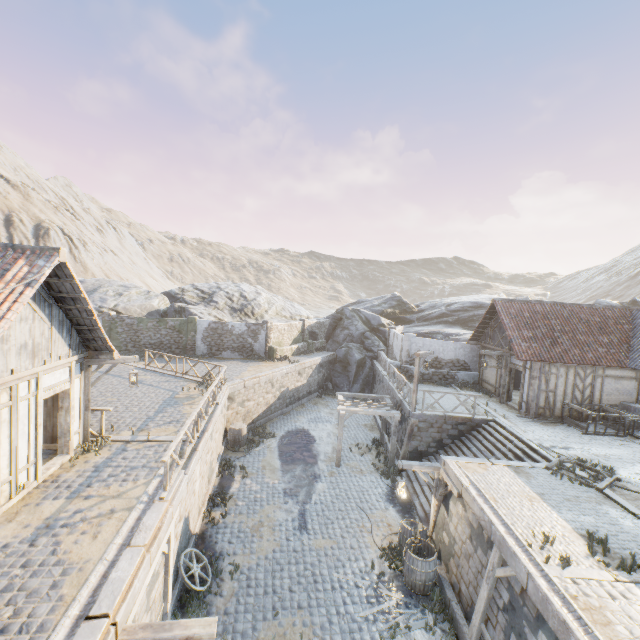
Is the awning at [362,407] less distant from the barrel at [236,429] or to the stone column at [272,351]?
the barrel at [236,429]

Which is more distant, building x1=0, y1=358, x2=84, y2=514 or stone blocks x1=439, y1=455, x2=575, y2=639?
building x1=0, y1=358, x2=84, y2=514

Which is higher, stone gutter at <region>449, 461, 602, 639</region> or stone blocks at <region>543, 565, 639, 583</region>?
stone gutter at <region>449, 461, 602, 639</region>

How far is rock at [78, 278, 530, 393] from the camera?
28.50m

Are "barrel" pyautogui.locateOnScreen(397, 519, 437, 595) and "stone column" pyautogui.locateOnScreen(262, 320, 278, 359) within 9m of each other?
no

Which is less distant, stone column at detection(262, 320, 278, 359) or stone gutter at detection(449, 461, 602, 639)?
stone gutter at detection(449, 461, 602, 639)

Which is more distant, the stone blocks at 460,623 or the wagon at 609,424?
the wagon at 609,424

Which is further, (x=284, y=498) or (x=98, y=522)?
(x=284, y=498)
